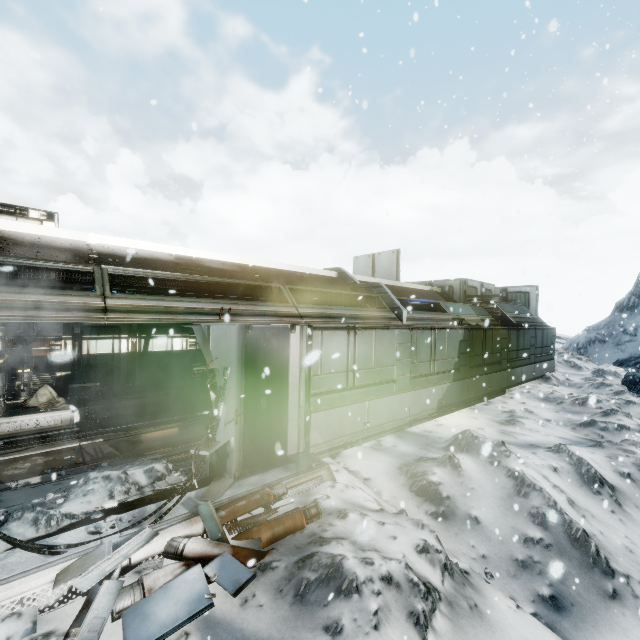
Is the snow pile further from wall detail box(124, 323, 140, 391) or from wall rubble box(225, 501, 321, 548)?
wall detail box(124, 323, 140, 391)

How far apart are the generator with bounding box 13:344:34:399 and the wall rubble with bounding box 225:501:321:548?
7.4 meters

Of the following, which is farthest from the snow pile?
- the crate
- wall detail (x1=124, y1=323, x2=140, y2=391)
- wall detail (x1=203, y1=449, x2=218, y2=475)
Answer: wall detail (x1=124, y1=323, x2=140, y2=391)

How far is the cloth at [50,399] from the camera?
9.4 meters

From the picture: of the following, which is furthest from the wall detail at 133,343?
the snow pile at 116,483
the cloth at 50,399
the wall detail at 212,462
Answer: the wall detail at 212,462

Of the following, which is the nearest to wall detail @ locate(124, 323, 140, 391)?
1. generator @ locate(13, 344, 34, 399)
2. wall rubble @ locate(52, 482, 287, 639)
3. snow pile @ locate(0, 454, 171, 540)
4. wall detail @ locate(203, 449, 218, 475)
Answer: generator @ locate(13, 344, 34, 399)

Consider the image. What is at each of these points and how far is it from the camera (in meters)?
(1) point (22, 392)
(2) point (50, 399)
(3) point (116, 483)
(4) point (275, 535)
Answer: (1) generator, 8.89
(2) cloth, 9.81
(3) snow pile, 5.01
(4) wall rubble, 4.30

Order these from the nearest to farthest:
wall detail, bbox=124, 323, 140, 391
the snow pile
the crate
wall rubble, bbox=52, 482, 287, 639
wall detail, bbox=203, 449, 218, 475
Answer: wall rubble, bbox=52, 482, 287, 639
the snow pile
wall detail, bbox=203, 449, 218, 475
the crate
wall detail, bbox=124, 323, 140, 391
